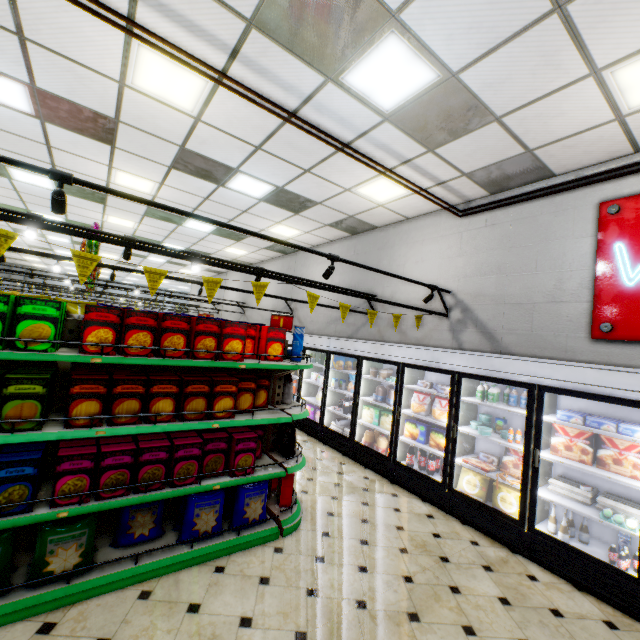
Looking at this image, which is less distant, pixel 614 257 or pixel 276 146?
pixel 614 257

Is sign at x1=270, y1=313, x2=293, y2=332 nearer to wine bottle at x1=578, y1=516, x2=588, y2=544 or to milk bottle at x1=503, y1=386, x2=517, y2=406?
milk bottle at x1=503, y1=386, x2=517, y2=406

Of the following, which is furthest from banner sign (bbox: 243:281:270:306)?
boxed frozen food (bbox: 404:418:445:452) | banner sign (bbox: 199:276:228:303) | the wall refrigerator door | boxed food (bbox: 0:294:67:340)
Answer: boxed frozen food (bbox: 404:418:445:452)

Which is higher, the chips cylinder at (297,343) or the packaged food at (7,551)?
the chips cylinder at (297,343)

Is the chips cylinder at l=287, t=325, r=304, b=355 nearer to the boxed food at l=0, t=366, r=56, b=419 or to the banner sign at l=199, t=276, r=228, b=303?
the banner sign at l=199, t=276, r=228, b=303

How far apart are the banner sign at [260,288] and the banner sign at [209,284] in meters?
0.3 m

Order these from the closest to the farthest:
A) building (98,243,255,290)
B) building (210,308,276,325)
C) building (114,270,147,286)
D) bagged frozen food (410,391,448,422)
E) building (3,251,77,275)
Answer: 1. bagged frozen food (410,391,448,422)
2. building (210,308,276,325)
3. building (98,243,255,290)
4. building (3,251,77,275)
5. building (114,270,147,286)

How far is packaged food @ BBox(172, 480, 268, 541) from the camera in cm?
312
